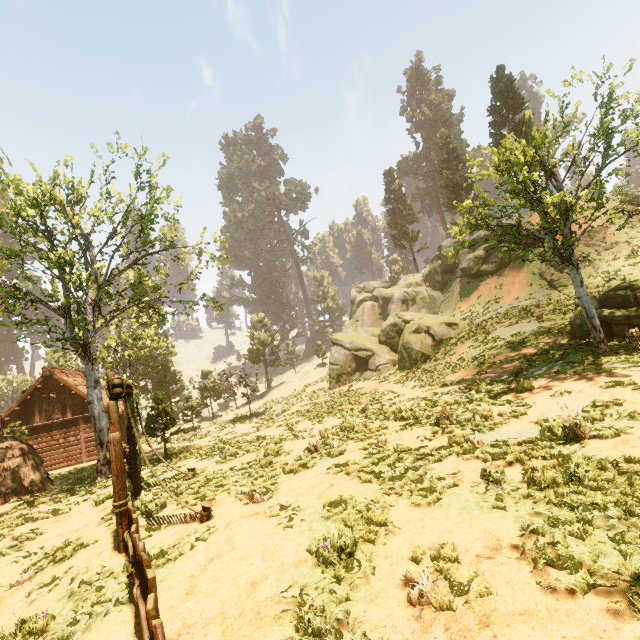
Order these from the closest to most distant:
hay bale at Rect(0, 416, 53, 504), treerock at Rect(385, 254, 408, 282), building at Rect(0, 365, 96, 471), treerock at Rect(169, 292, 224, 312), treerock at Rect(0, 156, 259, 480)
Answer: treerock at Rect(0, 156, 259, 480) < hay bale at Rect(0, 416, 53, 504) < treerock at Rect(169, 292, 224, 312) < building at Rect(0, 365, 96, 471) < treerock at Rect(385, 254, 408, 282)

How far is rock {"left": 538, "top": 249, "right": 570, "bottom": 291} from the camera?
23.56m

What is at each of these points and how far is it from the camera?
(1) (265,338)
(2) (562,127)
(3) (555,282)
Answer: (1) treerock, 46.00m
(2) treerock, 12.66m
(3) rock, 23.86m

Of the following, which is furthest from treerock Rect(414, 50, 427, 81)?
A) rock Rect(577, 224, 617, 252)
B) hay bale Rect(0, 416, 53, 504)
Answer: hay bale Rect(0, 416, 53, 504)

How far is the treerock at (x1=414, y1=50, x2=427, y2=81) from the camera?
58.6m

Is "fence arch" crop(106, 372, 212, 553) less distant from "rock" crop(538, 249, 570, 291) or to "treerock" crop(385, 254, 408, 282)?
"treerock" crop(385, 254, 408, 282)

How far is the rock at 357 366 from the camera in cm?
2586

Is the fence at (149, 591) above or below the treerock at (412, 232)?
below
